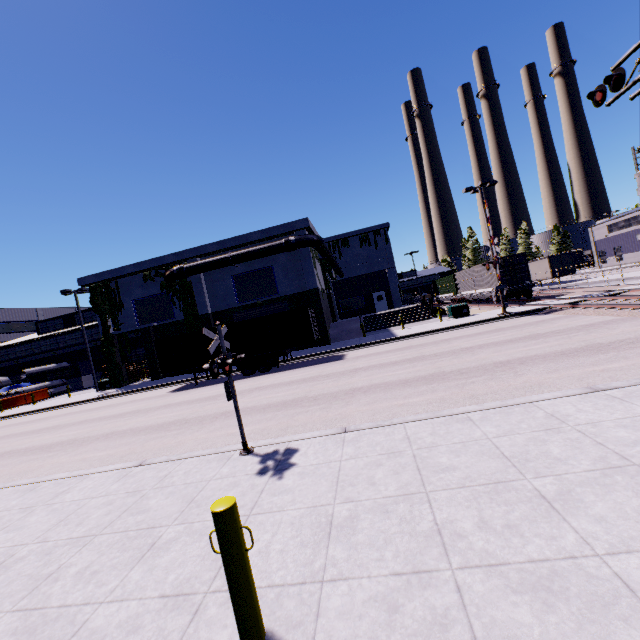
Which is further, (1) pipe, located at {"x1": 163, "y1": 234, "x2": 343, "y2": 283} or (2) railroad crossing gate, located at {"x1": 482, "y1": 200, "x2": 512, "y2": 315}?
(1) pipe, located at {"x1": 163, "y1": 234, "x2": 343, "y2": 283}

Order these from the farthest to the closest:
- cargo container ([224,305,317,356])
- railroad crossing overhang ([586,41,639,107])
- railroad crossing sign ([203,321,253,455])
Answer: cargo container ([224,305,317,356])
railroad crossing overhang ([586,41,639,107])
railroad crossing sign ([203,321,253,455])

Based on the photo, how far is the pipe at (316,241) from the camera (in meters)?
25.97

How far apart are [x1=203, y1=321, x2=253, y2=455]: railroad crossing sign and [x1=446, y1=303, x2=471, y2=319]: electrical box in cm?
2202

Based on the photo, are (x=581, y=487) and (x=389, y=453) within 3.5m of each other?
yes

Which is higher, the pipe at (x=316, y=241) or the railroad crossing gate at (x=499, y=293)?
the pipe at (x=316, y=241)

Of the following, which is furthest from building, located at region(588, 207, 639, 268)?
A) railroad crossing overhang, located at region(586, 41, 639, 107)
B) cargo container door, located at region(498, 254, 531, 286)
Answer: railroad crossing overhang, located at region(586, 41, 639, 107)

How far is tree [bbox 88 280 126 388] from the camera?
29.7m
